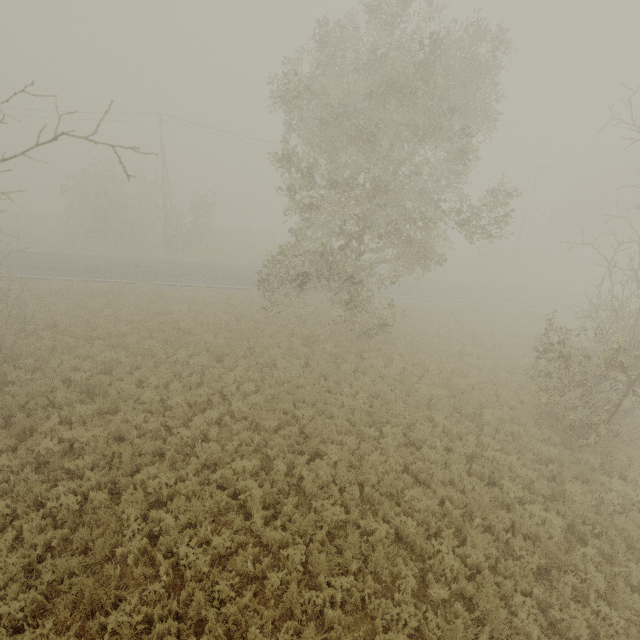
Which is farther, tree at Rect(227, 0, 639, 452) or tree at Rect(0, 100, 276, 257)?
tree at Rect(0, 100, 276, 257)

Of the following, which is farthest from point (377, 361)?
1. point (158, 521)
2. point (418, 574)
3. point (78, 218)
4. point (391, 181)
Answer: point (78, 218)

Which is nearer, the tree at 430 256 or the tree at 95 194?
the tree at 430 256
